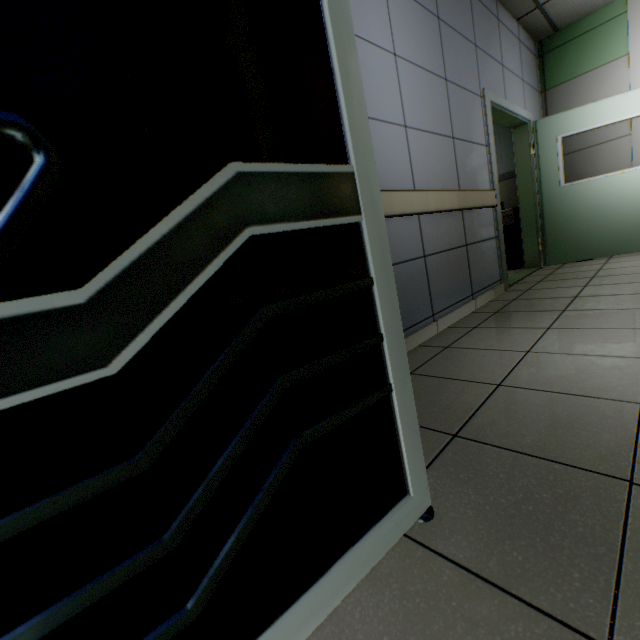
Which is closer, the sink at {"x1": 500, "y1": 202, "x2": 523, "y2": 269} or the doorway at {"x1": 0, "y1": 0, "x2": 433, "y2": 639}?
the doorway at {"x1": 0, "y1": 0, "x2": 433, "y2": 639}

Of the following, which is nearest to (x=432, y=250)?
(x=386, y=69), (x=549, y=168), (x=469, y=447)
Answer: (x=386, y=69)

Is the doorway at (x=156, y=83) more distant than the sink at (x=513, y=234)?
No

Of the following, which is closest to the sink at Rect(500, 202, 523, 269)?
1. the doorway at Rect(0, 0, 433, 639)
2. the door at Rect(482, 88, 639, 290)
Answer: the door at Rect(482, 88, 639, 290)

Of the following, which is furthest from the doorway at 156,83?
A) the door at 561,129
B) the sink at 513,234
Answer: the sink at 513,234

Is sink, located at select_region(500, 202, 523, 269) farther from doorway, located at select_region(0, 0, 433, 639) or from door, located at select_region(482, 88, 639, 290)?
doorway, located at select_region(0, 0, 433, 639)
